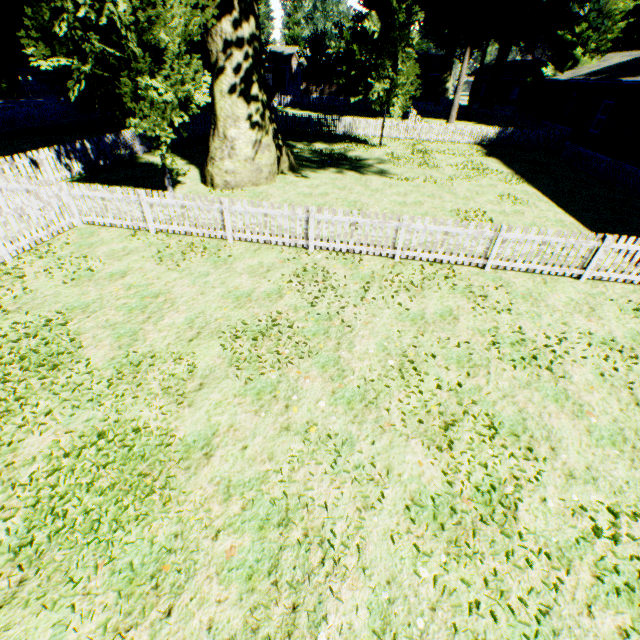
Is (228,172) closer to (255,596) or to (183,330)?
(183,330)

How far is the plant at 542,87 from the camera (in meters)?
32.56

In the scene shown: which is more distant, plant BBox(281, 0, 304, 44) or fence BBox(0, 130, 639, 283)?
plant BBox(281, 0, 304, 44)

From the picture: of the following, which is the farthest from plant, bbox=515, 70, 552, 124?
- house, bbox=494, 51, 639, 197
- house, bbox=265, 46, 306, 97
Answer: house, bbox=265, 46, 306, 97

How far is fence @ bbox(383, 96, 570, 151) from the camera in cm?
2481

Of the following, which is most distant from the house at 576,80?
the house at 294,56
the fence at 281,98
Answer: the house at 294,56

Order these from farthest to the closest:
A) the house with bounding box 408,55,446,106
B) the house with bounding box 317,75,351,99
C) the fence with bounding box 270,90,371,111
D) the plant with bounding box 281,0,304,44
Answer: the plant with bounding box 281,0,304,44, the house with bounding box 317,75,351,99, the house with bounding box 408,55,446,106, the fence with bounding box 270,90,371,111
